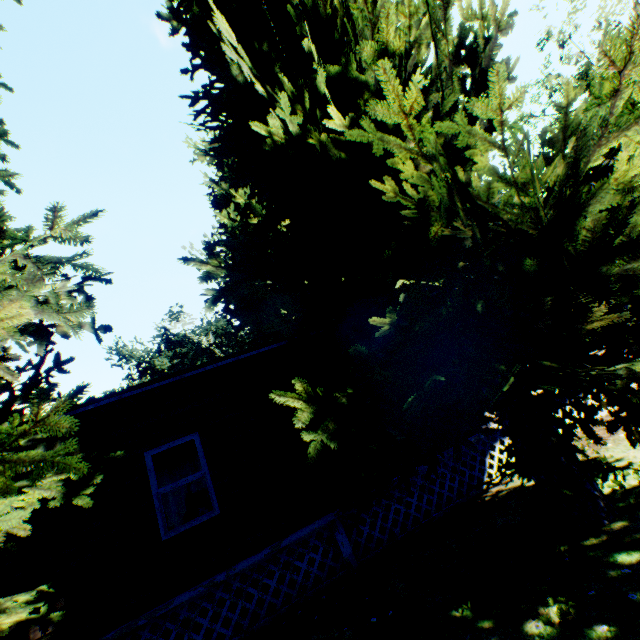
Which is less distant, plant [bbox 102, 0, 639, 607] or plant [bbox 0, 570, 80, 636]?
plant [bbox 102, 0, 639, 607]

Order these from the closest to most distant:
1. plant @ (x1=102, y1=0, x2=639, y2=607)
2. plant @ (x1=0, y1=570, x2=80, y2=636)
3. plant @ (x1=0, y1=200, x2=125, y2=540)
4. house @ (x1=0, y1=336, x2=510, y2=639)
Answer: plant @ (x1=102, y1=0, x2=639, y2=607), plant @ (x1=0, y1=200, x2=125, y2=540), plant @ (x1=0, y1=570, x2=80, y2=636), house @ (x1=0, y1=336, x2=510, y2=639)

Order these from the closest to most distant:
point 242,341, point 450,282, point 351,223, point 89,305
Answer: point 450,282 < point 89,305 < point 351,223 < point 242,341

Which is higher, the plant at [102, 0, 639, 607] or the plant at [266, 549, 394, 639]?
the plant at [102, 0, 639, 607]

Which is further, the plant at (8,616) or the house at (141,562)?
the house at (141,562)

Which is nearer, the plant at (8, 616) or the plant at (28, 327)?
the plant at (28, 327)
